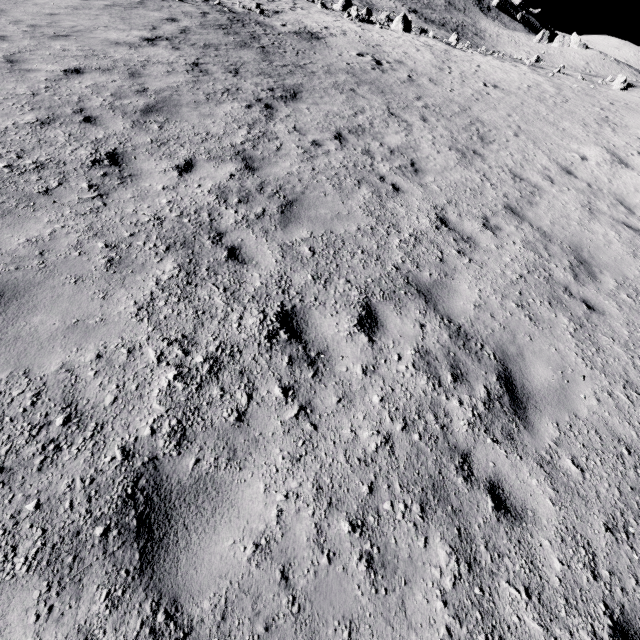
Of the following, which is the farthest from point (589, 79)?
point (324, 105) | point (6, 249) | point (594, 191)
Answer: point (6, 249)
